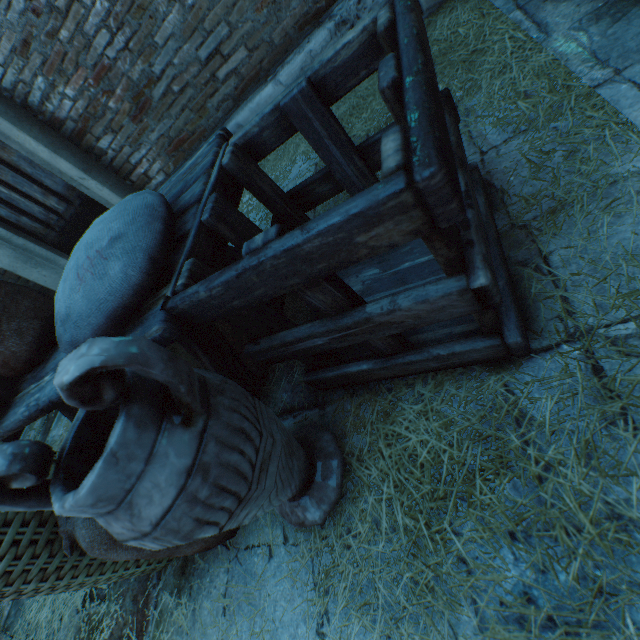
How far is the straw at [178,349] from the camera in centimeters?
217cm

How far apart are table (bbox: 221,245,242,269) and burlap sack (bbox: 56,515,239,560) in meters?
0.3

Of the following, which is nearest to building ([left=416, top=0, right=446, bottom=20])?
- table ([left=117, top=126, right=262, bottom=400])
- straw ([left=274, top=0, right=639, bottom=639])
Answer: straw ([left=274, top=0, right=639, bottom=639])

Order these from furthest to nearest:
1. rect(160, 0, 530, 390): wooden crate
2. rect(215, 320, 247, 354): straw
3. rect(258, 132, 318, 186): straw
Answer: rect(258, 132, 318, 186): straw, rect(215, 320, 247, 354): straw, rect(160, 0, 530, 390): wooden crate

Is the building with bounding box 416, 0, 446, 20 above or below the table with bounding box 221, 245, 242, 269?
below

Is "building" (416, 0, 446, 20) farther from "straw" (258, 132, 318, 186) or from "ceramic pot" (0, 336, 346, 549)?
"ceramic pot" (0, 336, 346, 549)

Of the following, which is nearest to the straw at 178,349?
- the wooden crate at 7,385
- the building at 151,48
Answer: the building at 151,48

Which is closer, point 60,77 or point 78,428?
point 78,428
